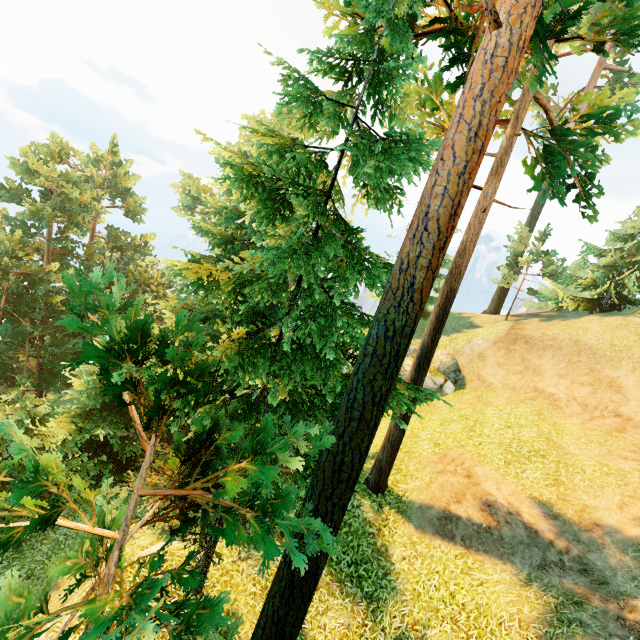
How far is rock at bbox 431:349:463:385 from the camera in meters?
21.2 m

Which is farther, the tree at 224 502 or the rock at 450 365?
the rock at 450 365

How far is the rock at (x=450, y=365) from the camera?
21.2 meters

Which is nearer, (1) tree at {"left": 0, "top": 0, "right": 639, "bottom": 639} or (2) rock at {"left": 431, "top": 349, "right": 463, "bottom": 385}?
(1) tree at {"left": 0, "top": 0, "right": 639, "bottom": 639}

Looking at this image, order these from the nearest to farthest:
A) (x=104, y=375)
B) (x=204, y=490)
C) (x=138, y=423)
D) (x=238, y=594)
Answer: (x=104, y=375) → (x=138, y=423) → (x=204, y=490) → (x=238, y=594)
